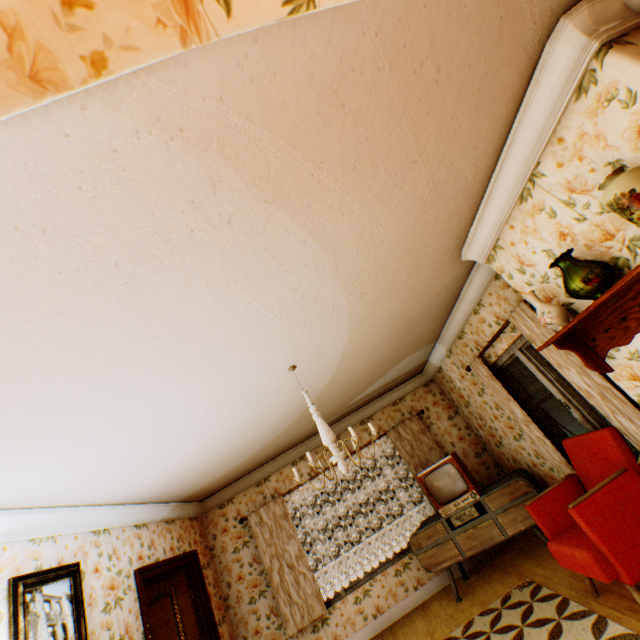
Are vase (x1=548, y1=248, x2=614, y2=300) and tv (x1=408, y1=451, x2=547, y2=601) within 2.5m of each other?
no

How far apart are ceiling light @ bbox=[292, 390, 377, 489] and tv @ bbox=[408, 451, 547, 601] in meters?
2.5 m

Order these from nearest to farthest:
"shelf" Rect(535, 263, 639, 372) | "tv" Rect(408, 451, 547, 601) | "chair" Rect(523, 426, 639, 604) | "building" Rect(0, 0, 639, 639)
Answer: "building" Rect(0, 0, 639, 639) → "shelf" Rect(535, 263, 639, 372) → "chair" Rect(523, 426, 639, 604) → "tv" Rect(408, 451, 547, 601)

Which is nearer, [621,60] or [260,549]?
[621,60]

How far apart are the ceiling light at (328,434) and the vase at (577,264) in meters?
1.9

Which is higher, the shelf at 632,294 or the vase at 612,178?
the vase at 612,178

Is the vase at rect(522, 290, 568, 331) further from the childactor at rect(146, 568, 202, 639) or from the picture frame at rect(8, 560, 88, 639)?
the childactor at rect(146, 568, 202, 639)

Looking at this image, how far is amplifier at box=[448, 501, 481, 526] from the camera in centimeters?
470cm
